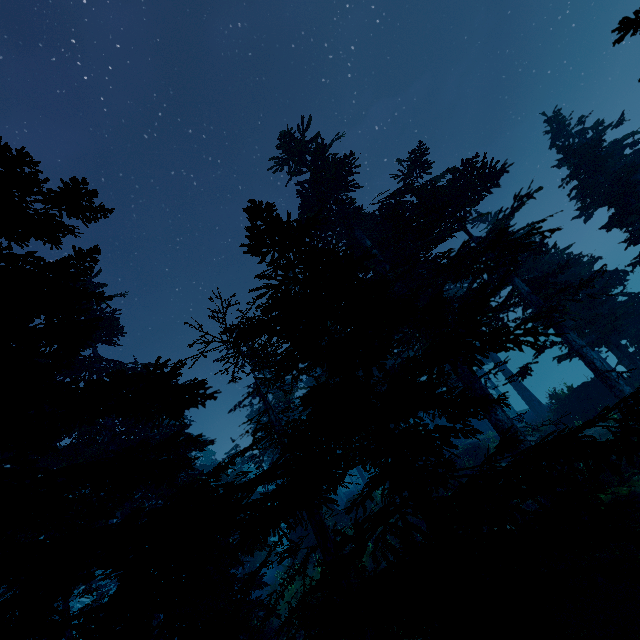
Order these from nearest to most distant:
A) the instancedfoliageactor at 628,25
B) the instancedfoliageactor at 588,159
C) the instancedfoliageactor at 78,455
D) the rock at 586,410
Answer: the instancedfoliageactor at 78,455 < the instancedfoliageactor at 628,25 < the instancedfoliageactor at 588,159 < the rock at 586,410

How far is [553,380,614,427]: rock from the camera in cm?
2212

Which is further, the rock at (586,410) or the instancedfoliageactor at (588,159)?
the rock at (586,410)

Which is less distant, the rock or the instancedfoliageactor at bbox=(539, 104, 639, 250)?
the instancedfoliageactor at bbox=(539, 104, 639, 250)

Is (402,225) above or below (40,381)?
above

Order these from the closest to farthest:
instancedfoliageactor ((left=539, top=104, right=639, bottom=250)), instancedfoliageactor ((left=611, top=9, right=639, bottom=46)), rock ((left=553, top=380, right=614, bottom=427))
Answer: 1. instancedfoliageactor ((left=611, top=9, right=639, bottom=46))
2. instancedfoliageactor ((left=539, top=104, right=639, bottom=250))
3. rock ((left=553, top=380, right=614, bottom=427))

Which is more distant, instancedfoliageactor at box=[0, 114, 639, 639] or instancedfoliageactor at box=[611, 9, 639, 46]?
instancedfoliageactor at box=[611, 9, 639, 46]
